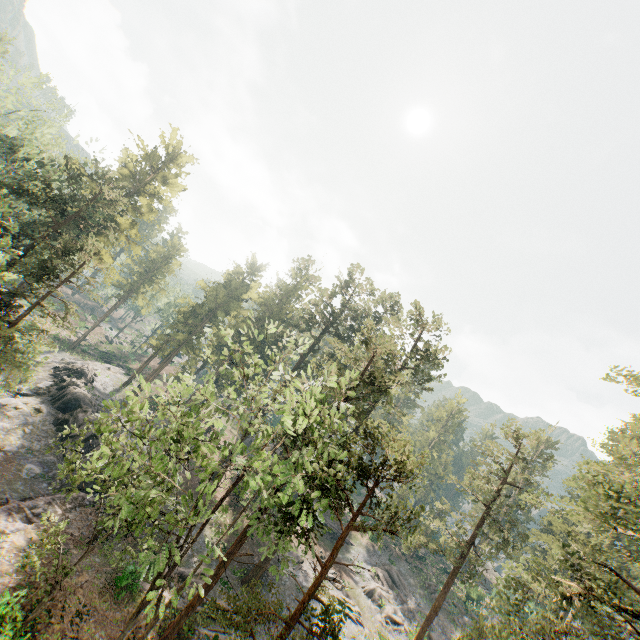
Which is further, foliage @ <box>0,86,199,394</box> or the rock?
the rock

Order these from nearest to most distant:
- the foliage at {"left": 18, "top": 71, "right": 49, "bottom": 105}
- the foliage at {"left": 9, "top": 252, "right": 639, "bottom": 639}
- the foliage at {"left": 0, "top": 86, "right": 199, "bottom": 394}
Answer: the foliage at {"left": 9, "top": 252, "right": 639, "bottom": 639}, the foliage at {"left": 0, "top": 86, "right": 199, "bottom": 394}, the foliage at {"left": 18, "top": 71, "right": 49, "bottom": 105}

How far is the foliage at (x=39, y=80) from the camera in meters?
34.4

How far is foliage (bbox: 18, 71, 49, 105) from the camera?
34.4m

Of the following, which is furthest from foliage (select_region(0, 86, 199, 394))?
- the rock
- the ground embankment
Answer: the rock

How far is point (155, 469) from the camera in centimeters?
1137cm

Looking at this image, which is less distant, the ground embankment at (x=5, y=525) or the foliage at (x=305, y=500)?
the foliage at (x=305, y=500)
